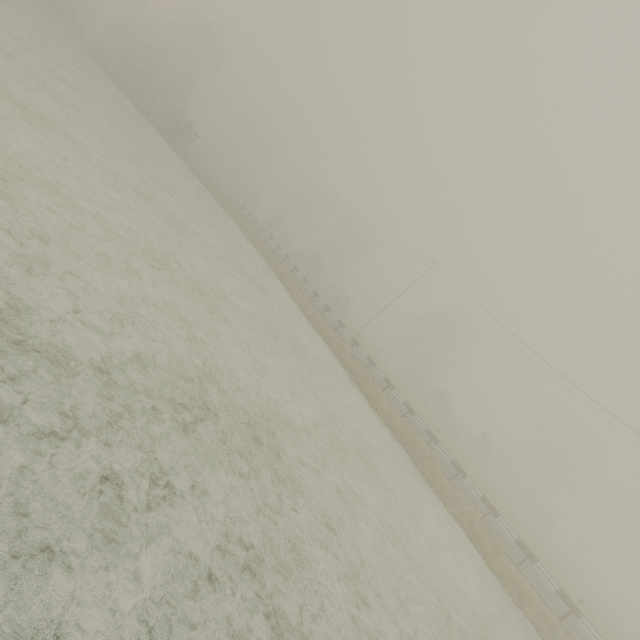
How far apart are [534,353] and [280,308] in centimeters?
2339cm
